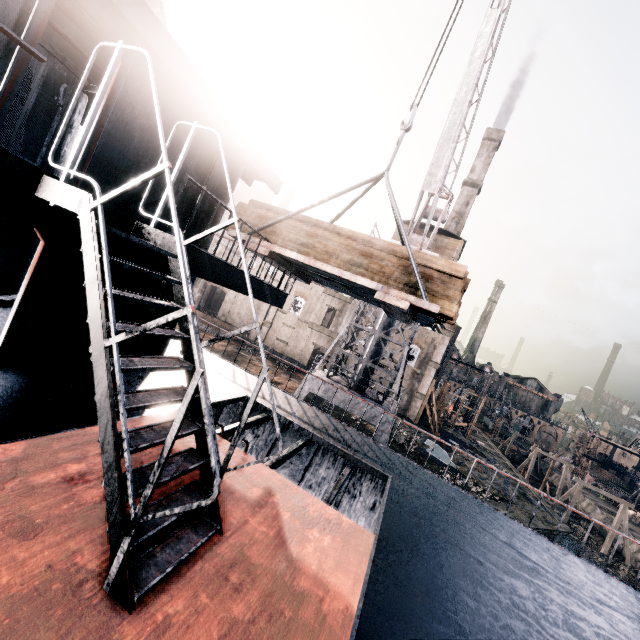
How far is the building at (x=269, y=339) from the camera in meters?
46.9 m

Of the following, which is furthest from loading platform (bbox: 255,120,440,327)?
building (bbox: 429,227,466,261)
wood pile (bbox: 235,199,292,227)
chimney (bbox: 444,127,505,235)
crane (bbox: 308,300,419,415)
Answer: chimney (bbox: 444,127,505,235)

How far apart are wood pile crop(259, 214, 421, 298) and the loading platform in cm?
1

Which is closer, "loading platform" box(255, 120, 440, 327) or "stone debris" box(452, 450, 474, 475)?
"loading platform" box(255, 120, 440, 327)

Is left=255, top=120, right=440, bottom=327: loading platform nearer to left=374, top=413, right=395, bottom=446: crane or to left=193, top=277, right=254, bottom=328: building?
left=374, top=413, right=395, bottom=446: crane

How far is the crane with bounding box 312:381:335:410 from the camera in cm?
1991

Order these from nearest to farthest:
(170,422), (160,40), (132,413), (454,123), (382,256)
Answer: (170,422)
(160,40)
(132,413)
(382,256)
(454,123)

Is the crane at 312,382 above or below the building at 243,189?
below
